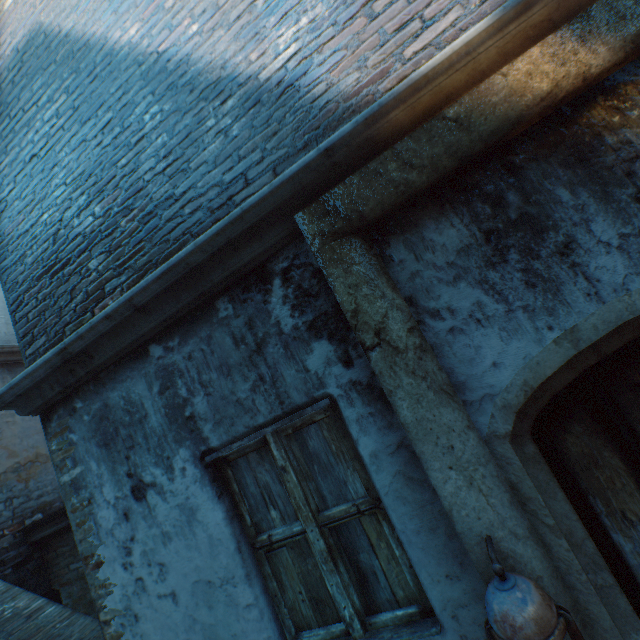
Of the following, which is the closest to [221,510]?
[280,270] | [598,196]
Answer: [280,270]
